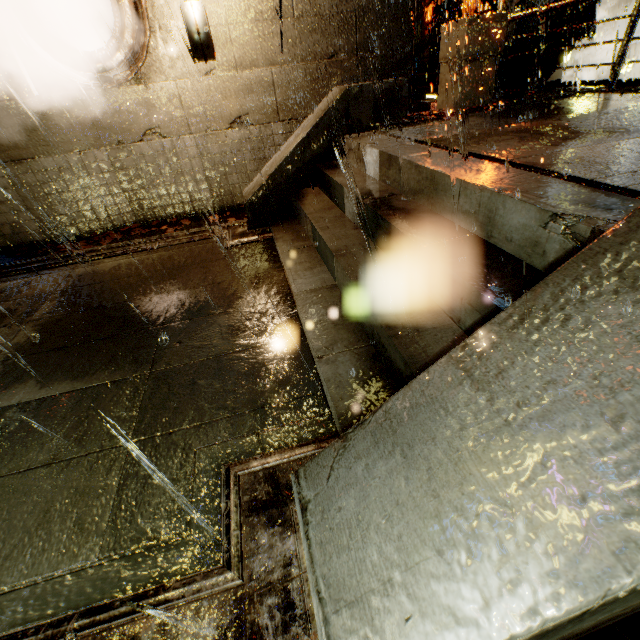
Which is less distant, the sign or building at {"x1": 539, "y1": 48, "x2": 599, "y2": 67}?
the sign

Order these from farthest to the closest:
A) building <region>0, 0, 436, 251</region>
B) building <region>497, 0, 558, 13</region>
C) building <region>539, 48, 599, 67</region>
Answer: building <region>539, 48, 599, 67</region>, building <region>497, 0, 558, 13</region>, building <region>0, 0, 436, 251</region>

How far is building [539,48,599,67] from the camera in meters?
8.8

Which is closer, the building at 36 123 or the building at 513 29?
the building at 36 123

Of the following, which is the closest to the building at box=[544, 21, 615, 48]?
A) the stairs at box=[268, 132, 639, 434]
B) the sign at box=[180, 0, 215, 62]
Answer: the sign at box=[180, 0, 215, 62]

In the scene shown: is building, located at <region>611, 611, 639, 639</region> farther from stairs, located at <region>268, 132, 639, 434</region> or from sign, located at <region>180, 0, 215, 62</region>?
stairs, located at <region>268, 132, 639, 434</region>

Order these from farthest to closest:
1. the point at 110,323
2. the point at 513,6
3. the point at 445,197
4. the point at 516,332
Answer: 1. the point at 513,6
2. the point at 110,323
3. the point at 445,197
4. the point at 516,332

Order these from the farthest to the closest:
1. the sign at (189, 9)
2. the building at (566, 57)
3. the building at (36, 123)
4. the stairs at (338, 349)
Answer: the building at (566, 57)
the building at (36, 123)
the sign at (189, 9)
the stairs at (338, 349)
